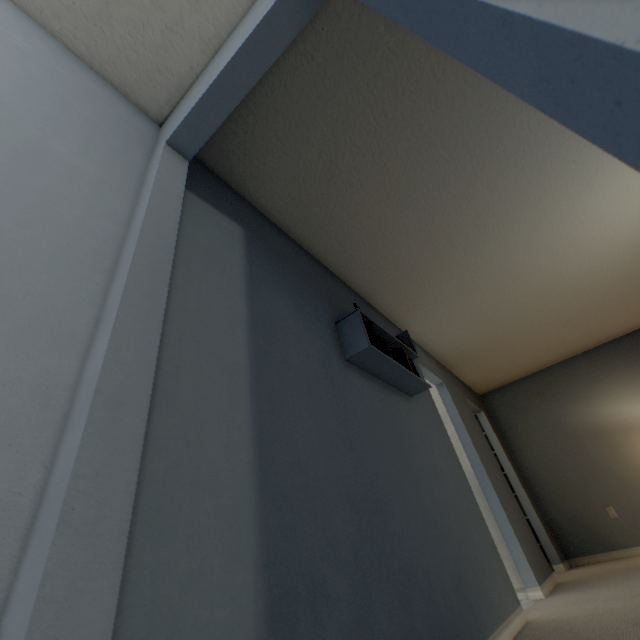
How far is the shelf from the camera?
2.0 meters

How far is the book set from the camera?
2.1m

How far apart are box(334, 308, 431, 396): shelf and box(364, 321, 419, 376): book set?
0.0m

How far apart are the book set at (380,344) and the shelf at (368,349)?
0.0 meters

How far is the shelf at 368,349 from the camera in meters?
2.0

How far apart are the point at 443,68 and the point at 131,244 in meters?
1.9 m
